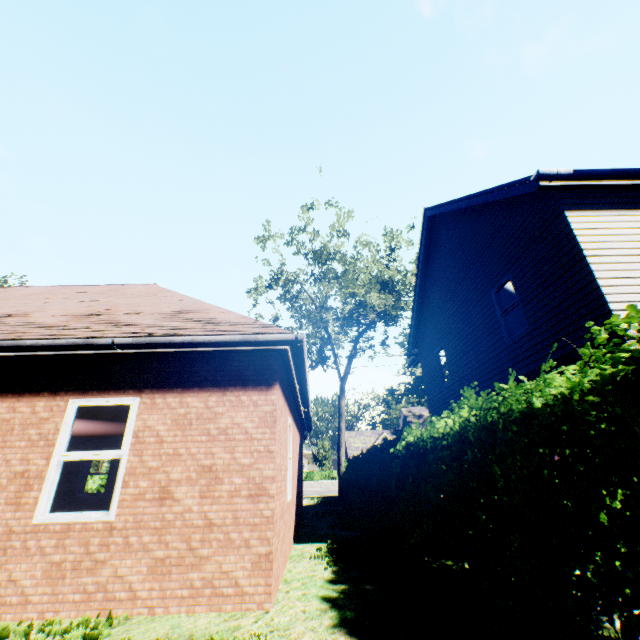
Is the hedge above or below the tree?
below

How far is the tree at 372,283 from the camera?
19.69m

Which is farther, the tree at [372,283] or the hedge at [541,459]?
the tree at [372,283]

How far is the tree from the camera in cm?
1969

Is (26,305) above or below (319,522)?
above

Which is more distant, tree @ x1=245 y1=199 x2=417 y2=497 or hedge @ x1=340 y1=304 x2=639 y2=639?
tree @ x1=245 y1=199 x2=417 y2=497
